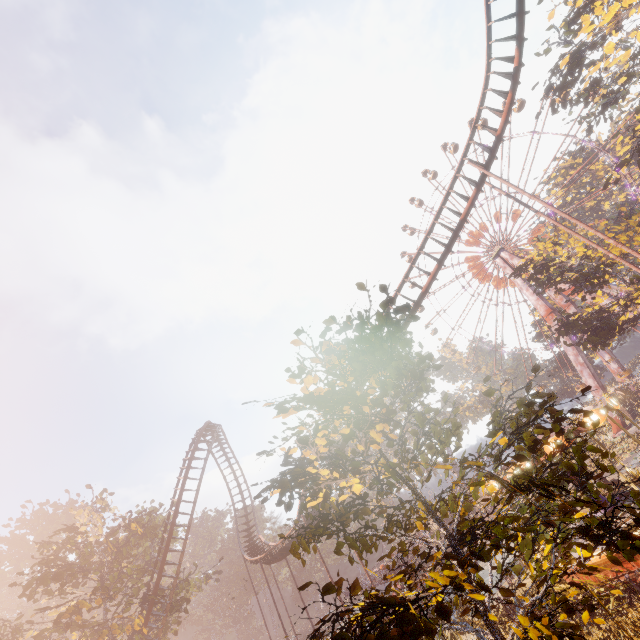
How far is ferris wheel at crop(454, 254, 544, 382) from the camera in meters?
51.3 m

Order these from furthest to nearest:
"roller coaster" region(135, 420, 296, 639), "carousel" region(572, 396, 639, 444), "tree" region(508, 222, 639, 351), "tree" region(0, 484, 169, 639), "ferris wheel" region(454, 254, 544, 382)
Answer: "ferris wheel" region(454, 254, 544, 382), "tree" region(508, 222, 639, 351), "roller coaster" region(135, 420, 296, 639), "tree" region(0, 484, 169, 639), "carousel" region(572, 396, 639, 444)

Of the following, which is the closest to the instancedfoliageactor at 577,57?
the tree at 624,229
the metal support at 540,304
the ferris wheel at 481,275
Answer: the tree at 624,229

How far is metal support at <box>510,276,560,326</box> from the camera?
44.4m

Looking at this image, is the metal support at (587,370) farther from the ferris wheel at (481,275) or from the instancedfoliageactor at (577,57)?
the instancedfoliageactor at (577,57)

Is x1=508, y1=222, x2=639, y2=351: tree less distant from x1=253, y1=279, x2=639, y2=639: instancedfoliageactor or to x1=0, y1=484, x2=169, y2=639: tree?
x1=253, y1=279, x2=639, y2=639: instancedfoliageactor

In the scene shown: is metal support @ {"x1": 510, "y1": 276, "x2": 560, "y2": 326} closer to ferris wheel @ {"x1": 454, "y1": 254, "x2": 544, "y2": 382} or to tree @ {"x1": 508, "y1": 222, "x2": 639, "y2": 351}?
ferris wheel @ {"x1": 454, "y1": 254, "x2": 544, "y2": 382}

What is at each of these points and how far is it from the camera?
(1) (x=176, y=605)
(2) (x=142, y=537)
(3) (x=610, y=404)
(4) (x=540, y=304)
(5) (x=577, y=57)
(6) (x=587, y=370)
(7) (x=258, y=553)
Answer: (1) tree, 26.9 meters
(2) tree, 30.9 meters
(3) carousel, 14.3 meters
(4) metal support, 45.5 meters
(5) instancedfoliageactor, 28.3 meters
(6) metal support, 41.6 meters
(7) roller coaster, 30.5 meters
